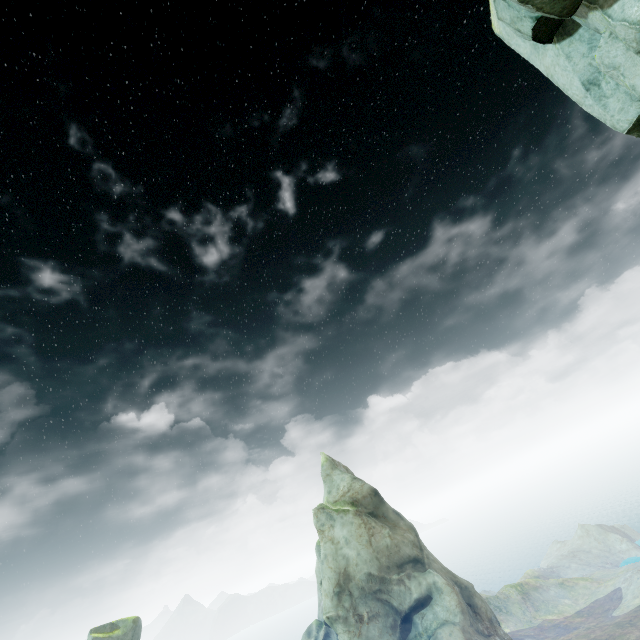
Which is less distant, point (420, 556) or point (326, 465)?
point (420, 556)

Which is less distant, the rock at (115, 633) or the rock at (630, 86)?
the rock at (630, 86)

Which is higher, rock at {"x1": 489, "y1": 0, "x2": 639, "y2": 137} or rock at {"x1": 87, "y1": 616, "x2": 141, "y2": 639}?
rock at {"x1": 489, "y1": 0, "x2": 639, "y2": 137}

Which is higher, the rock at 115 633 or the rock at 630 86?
the rock at 630 86

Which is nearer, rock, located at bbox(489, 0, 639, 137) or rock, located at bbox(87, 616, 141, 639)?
rock, located at bbox(489, 0, 639, 137)
